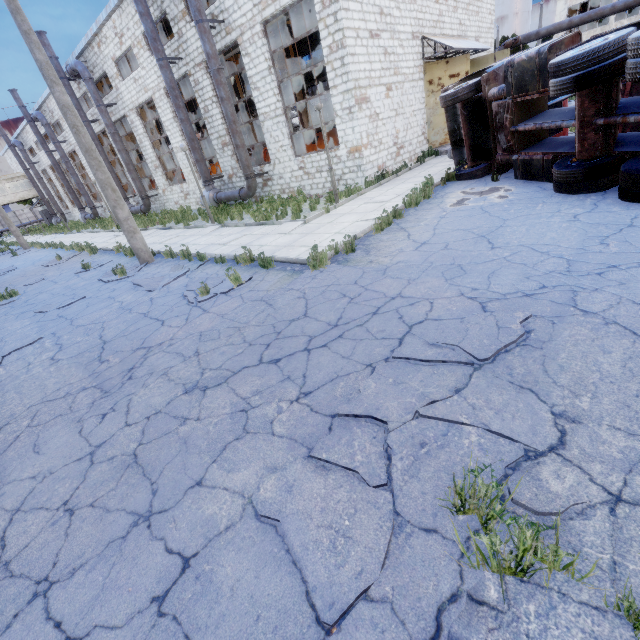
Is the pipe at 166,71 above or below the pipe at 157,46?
below

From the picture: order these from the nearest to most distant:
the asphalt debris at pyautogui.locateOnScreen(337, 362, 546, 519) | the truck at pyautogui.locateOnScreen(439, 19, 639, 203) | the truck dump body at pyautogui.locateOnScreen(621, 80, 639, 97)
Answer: the asphalt debris at pyautogui.locateOnScreen(337, 362, 546, 519) → the truck at pyautogui.locateOnScreen(439, 19, 639, 203) → the truck dump body at pyautogui.locateOnScreen(621, 80, 639, 97)

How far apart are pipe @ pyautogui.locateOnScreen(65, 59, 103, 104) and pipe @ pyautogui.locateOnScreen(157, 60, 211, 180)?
8.8m

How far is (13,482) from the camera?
3.4 meters

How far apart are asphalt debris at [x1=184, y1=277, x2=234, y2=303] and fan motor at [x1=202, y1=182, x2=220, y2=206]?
12.8 meters

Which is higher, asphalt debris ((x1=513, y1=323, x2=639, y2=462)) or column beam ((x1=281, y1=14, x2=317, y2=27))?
column beam ((x1=281, y1=14, x2=317, y2=27))

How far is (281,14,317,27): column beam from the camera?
25.7 meters

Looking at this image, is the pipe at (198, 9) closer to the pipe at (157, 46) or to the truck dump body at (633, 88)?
the pipe at (157, 46)
